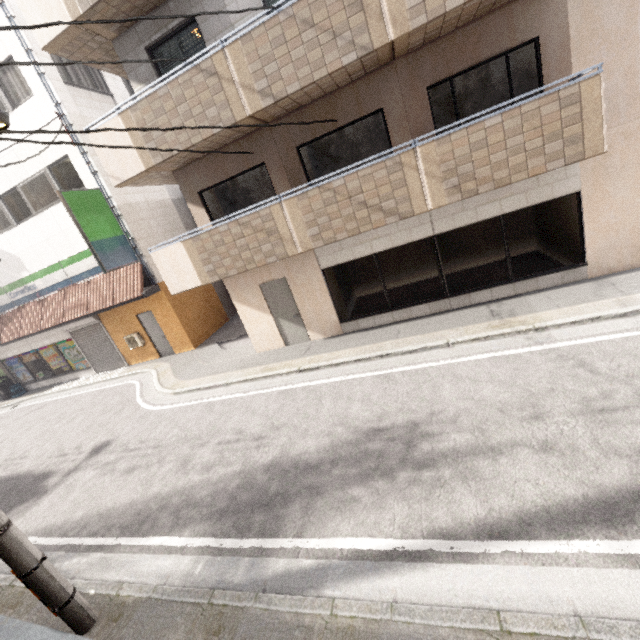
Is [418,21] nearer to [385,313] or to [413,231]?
[413,231]

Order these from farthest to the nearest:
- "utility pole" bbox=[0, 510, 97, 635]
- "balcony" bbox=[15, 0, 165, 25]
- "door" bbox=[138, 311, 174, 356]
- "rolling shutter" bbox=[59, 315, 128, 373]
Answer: "rolling shutter" bbox=[59, 315, 128, 373]
"door" bbox=[138, 311, 174, 356]
"balcony" bbox=[15, 0, 165, 25]
"utility pole" bbox=[0, 510, 97, 635]

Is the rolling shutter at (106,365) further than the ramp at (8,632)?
Yes

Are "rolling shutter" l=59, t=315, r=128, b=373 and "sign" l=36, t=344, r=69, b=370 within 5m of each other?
yes

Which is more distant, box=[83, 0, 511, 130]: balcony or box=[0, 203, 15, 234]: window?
box=[0, 203, 15, 234]: window

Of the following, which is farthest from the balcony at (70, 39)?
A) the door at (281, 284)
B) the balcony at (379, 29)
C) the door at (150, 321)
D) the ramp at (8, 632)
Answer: the ramp at (8, 632)

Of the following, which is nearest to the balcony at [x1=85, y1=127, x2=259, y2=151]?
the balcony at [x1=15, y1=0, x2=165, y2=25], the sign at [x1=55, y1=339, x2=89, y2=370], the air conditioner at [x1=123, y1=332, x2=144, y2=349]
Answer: the balcony at [x1=15, y1=0, x2=165, y2=25]

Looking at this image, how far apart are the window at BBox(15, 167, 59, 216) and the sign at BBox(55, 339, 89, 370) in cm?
533
